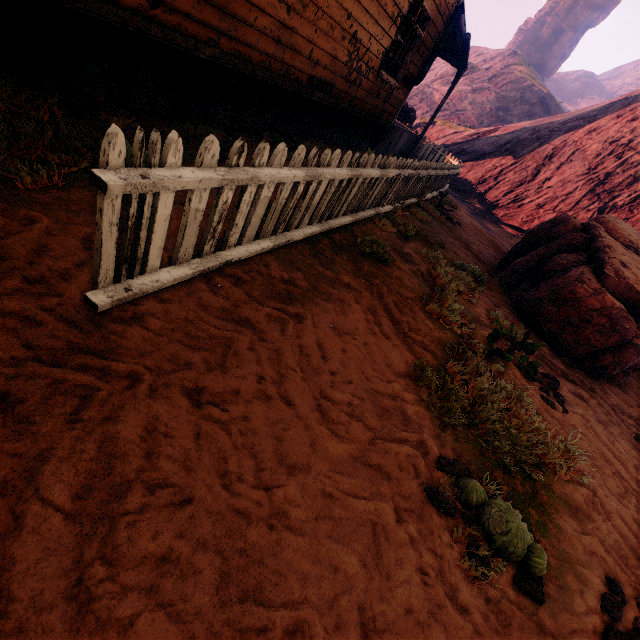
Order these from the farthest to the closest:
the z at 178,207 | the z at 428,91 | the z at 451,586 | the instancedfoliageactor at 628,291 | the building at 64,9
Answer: the z at 428,91, the instancedfoliageactor at 628,291, the building at 64,9, the z at 178,207, the z at 451,586

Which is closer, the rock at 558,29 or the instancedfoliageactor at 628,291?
the instancedfoliageactor at 628,291

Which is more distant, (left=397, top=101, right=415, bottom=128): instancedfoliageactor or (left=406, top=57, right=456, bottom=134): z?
(left=406, top=57, right=456, bottom=134): z

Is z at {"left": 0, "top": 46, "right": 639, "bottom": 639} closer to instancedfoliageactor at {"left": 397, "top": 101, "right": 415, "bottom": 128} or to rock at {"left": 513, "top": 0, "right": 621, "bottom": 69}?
instancedfoliageactor at {"left": 397, "top": 101, "right": 415, "bottom": 128}

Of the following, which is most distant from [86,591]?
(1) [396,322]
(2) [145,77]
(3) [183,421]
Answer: (2) [145,77]

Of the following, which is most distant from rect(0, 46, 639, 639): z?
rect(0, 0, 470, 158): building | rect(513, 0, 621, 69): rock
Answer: rect(513, 0, 621, 69): rock

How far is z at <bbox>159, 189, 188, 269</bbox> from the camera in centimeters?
249cm
